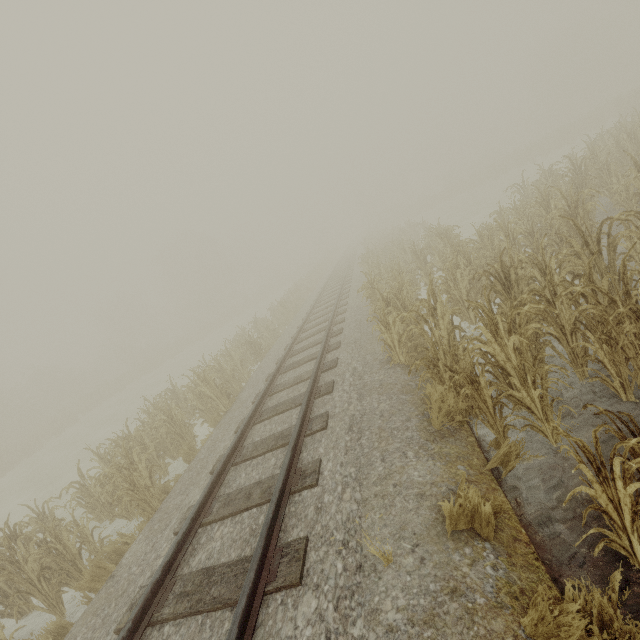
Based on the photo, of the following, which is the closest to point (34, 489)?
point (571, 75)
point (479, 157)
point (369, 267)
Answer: point (369, 267)
